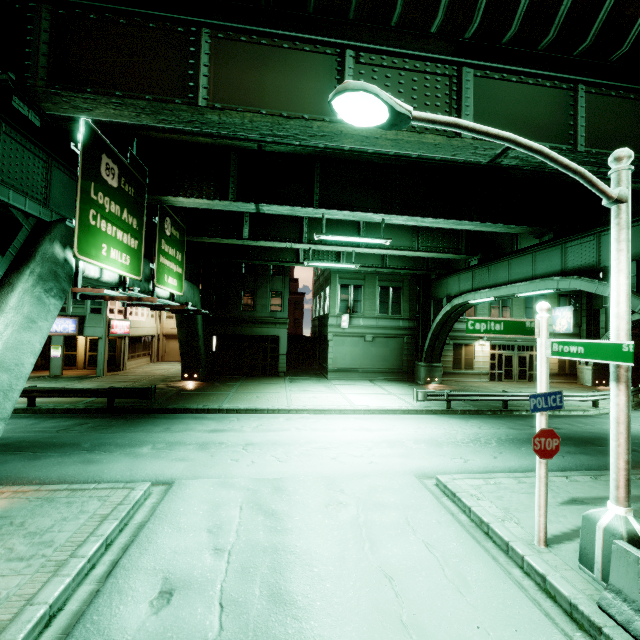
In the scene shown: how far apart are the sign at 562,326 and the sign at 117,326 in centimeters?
3832cm

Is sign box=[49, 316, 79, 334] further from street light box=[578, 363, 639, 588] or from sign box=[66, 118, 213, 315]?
street light box=[578, 363, 639, 588]

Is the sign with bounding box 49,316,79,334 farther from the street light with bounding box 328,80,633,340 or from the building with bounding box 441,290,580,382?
the building with bounding box 441,290,580,382

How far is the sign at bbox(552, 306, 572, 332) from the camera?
28.0m

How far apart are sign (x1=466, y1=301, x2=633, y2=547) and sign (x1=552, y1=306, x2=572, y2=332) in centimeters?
2743cm

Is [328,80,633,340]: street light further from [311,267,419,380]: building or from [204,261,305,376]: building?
[204,261,305,376]: building

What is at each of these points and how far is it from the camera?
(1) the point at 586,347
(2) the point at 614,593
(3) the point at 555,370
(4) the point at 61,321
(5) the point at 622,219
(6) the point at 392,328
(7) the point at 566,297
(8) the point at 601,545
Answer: (1) sign, 5.5 meters
(2) barrier, 4.8 meters
(3) building, 29.8 meters
(4) sign, 24.0 meters
(5) street light, 5.5 meters
(6) building, 27.8 meters
(7) building, 30.2 meters
(8) street light, 5.3 meters

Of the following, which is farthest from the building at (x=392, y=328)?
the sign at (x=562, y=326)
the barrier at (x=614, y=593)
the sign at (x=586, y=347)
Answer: the barrier at (x=614, y=593)
